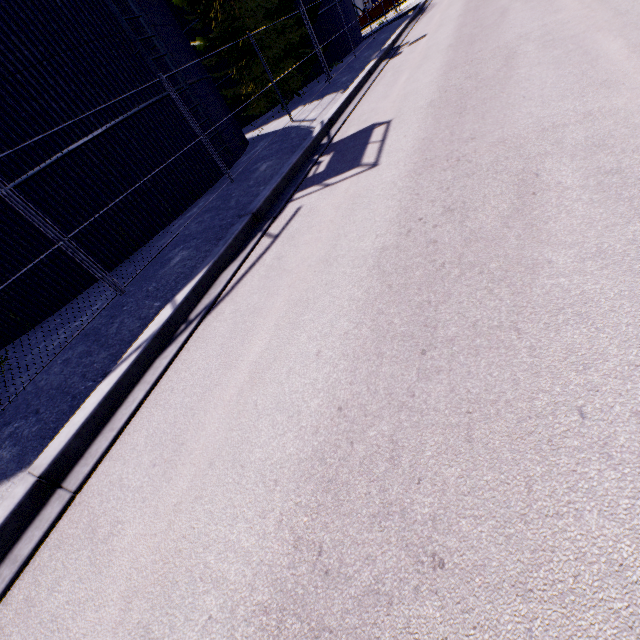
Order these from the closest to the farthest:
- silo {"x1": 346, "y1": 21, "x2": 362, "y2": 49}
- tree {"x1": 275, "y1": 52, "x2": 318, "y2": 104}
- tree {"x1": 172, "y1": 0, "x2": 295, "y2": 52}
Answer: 1. tree {"x1": 172, "y1": 0, "x2": 295, "y2": 52}
2. tree {"x1": 275, "y1": 52, "x2": 318, "y2": 104}
3. silo {"x1": 346, "y1": 21, "x2": 362, "y2": 49}

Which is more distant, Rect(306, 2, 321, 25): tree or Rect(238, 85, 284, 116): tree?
Rect(238, 85, 284, 116): tree

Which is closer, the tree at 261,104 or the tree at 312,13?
the tree at 312,13

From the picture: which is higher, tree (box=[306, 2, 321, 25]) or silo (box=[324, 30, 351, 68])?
tree (box=[306, 2, 321, 25])

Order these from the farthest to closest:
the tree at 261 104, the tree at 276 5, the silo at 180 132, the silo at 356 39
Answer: the silo at 356 39
the tree at 261 104
the tree at 276 5
the silo at 180 132

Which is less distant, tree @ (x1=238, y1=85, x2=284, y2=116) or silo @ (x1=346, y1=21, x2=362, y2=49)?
tree @ (x1=238, y1=85, x2=284, y2=116)

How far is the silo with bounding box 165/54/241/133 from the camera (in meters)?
11.12

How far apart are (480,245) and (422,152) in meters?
2.9 m
